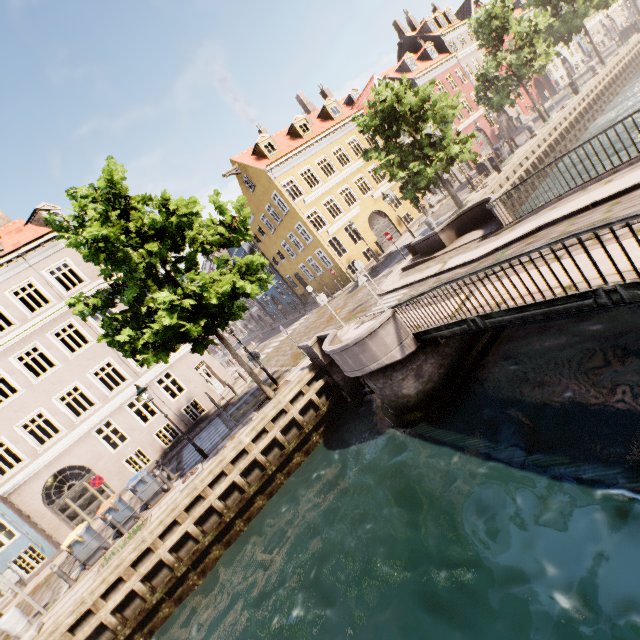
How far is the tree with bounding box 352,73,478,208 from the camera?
16.8 meters

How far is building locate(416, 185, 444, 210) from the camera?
30.6 meters

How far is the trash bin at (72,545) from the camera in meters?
11.4 m

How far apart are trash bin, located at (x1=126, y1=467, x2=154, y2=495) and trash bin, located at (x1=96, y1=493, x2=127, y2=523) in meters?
0.3 m

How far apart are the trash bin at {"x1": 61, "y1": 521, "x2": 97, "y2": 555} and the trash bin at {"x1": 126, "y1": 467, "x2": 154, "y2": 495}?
1.6 meters

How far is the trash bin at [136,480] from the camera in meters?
12.4 m

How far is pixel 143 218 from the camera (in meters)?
10.28
